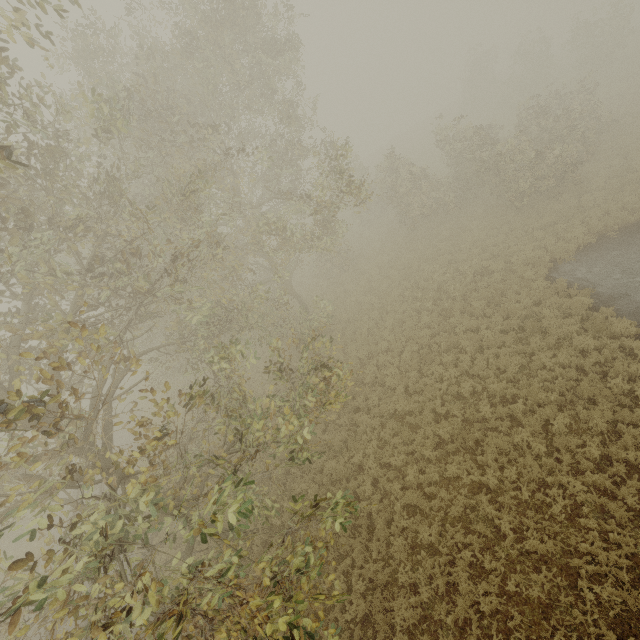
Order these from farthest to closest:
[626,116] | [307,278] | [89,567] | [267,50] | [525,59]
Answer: [525,59] → [307,278] → [626,116] → [267,50] → [89,567]
